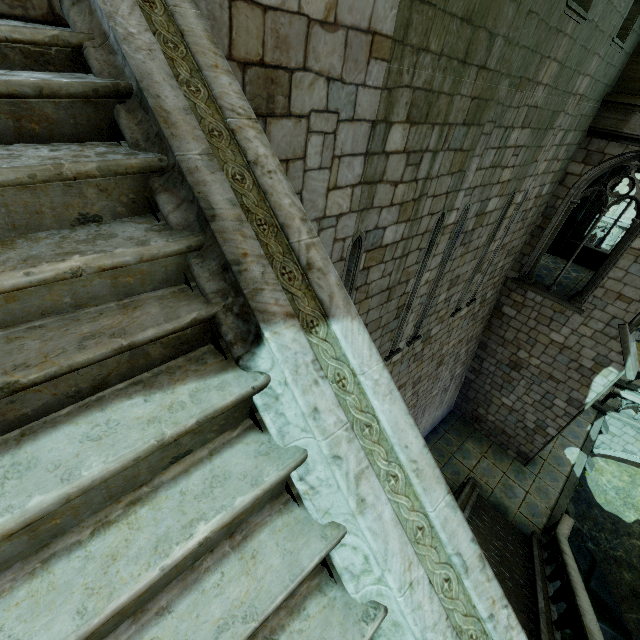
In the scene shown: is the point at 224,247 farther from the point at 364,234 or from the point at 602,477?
the point at 602,477

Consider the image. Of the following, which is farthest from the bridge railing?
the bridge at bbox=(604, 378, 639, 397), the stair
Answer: the stair

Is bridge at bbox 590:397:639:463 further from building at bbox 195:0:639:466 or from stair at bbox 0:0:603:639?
stair at bbox 0:0:603:639

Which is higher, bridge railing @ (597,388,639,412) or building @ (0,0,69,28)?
building @ (0,0,69,28)

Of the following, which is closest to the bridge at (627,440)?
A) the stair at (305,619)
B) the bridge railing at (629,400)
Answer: the bridge railing at (629,400)

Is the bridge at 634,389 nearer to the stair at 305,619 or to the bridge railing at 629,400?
the bridge railing at 629,400

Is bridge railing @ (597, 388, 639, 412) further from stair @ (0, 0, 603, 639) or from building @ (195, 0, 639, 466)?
stair @ (0, 0, 603, 639)
